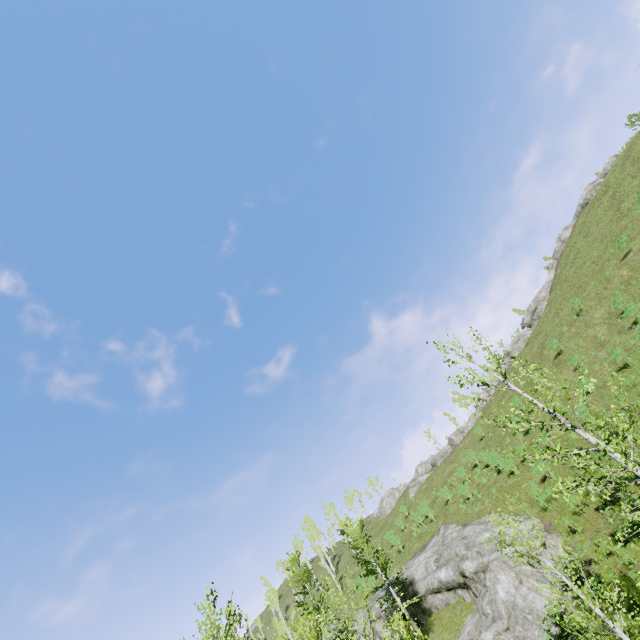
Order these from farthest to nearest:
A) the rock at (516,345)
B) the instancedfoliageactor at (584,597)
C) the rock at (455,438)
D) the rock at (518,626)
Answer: the rock at (455,438) < the rock at (516,345) < the rock at (518,626) < the instancedfoliageactor at (584,597)

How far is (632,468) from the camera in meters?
7.5 m

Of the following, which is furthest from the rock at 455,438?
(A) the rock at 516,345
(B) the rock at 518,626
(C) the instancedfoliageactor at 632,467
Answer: (C) the instancedfoliageactor at 632,467

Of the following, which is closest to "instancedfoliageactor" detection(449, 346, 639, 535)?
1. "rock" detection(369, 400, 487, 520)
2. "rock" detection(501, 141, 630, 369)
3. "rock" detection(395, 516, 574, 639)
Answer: "rock" detection(395, 516, 574, 639)

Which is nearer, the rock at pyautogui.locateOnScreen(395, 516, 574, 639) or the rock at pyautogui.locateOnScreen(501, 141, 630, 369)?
the rock at pyautogui.locateOnScreen(395, 516, 574, 639)

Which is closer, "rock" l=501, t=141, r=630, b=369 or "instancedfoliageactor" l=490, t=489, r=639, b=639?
"instancedfoliageactor" l=490, t=489, r=639, b=639

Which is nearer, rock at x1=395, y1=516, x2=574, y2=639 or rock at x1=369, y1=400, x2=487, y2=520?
rock at x1=395, y1=516, x2=574, y2=639

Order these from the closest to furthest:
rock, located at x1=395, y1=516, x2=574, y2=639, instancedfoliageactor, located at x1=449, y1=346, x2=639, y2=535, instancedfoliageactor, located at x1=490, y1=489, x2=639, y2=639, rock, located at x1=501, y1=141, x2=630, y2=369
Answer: instancedfoliageactor, located at x1=490, y1=489, x2=639, y2=639, instancedfoliageactor, located at x1=449, y1=346, x2=639, y2=535, rock, located at x1=395, y1=516, x2=574, y2=639, rock, located at x1=501, y1=141, x2=630, y2=369
